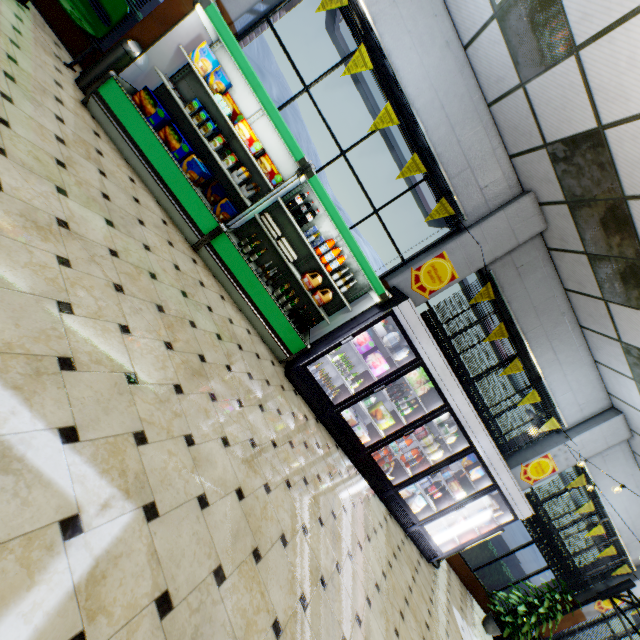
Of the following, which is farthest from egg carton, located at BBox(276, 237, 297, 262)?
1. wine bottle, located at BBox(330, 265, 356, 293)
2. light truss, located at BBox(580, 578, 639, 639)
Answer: light truss, located at BBox(580, 578, 639, 639)

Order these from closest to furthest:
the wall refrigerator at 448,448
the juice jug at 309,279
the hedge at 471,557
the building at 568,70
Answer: the building at 568,70 → the juice jug at 309,279 → the wall refrigerator at 448,448 → the hedge at 471,557

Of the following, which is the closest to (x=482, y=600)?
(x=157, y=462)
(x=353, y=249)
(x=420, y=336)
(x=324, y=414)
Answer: (x=324, y=414)

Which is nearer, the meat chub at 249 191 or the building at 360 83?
the meat chub at 249 191

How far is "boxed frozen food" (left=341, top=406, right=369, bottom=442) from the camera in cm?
553

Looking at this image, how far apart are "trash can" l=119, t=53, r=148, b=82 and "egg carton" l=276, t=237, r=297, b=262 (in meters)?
2.45

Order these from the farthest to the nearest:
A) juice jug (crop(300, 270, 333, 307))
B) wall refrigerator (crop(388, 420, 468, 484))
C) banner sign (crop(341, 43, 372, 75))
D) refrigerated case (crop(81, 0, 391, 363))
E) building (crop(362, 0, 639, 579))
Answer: wall refrigerator (crop(388, 420, 468, 484))
juice jug (crop(300, 270, 333, 307))
banner sign (crop(341, 43, 372, 75))
refrigerated case (crop(81, 0, 391, 363))
building (crop(362, 0, 639, 579))

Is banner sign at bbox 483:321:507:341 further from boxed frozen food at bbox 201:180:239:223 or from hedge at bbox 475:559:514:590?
boxed frozen food at bbox 201:180:239:223
